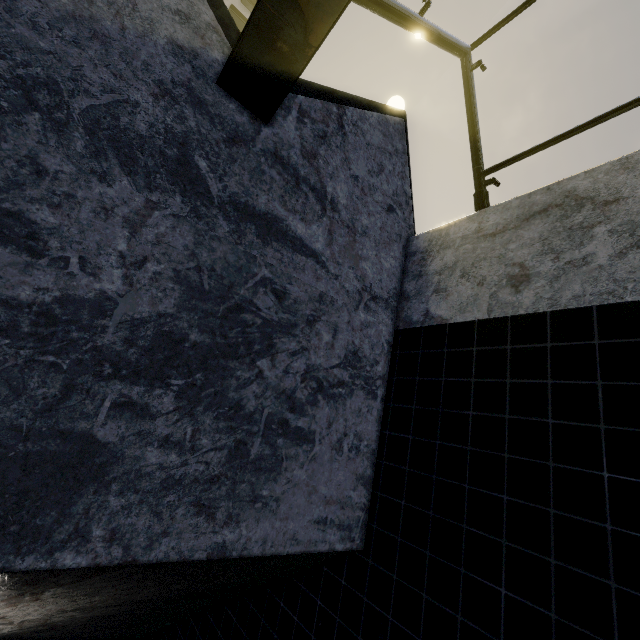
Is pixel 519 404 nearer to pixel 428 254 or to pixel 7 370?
pixel 428 254
